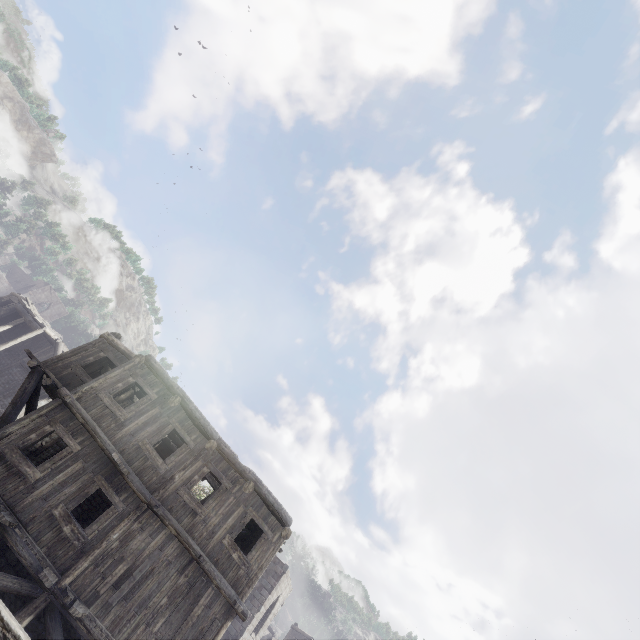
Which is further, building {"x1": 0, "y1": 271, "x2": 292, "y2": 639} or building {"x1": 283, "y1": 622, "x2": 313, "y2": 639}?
building {"x1": 283, "y1": 622, "x2": 313, "y2": 639}

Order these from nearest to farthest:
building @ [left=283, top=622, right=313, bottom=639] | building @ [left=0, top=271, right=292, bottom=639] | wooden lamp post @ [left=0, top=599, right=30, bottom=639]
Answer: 1. wooden lamp post @ [left=0, top=599, right=30, bottom=639]
2. building @ [left=0, top=271, right=292, bottom=639]
3. building @ [left=283, top=622, right=313, bottom=639]

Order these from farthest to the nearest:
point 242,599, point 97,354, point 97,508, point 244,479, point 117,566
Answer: point 97,508, point 97,354, point 244,479, point 242,599, point 117,566

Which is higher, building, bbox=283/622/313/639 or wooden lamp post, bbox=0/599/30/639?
building, bbox=283/622/313/639

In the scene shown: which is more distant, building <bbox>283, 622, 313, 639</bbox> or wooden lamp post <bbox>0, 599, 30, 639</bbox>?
building <bbox>283, 622, 313, 639</bbox>

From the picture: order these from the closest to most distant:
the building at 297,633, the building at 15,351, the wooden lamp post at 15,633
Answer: the wooden lamp post at 15,633 → the building at 15,351 → the building at 297,633

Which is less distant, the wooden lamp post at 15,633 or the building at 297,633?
the wooden lamp post at 15,633

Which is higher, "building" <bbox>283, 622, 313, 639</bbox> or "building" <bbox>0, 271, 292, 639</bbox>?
"building" <bbox>283, 622, 313, 639</bbox>
